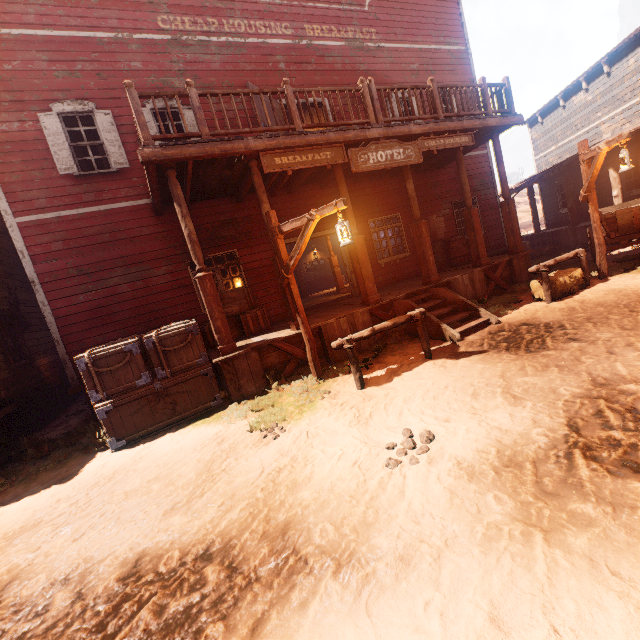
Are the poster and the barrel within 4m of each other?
yes

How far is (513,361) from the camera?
4.81m

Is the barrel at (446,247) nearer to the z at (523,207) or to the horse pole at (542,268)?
the z at (523,207)

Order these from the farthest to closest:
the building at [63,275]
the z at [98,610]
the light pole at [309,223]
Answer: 1. the building at [63,275]
2. the light pole at [309,223]
3. the z at [98,610]

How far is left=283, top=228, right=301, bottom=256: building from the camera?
9.70m

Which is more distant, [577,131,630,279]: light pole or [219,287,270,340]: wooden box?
[219,287,270,340]: wooden box

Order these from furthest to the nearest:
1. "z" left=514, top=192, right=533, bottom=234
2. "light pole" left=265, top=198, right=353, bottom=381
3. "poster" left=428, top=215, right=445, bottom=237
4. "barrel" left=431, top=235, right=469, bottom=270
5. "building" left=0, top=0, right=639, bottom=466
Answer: "z" left=514, top=192, right=533, bottom=234 → "poster" left=428, top=215, right=445, bottom=237 → "barrel" left=431, top=235, right=469, bottom=270 → "building" left=0, top=0, right=639, bottom=466 → "light pole" left=265, top=198, right=353, bottom=381

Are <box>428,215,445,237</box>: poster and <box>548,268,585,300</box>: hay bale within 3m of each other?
no
